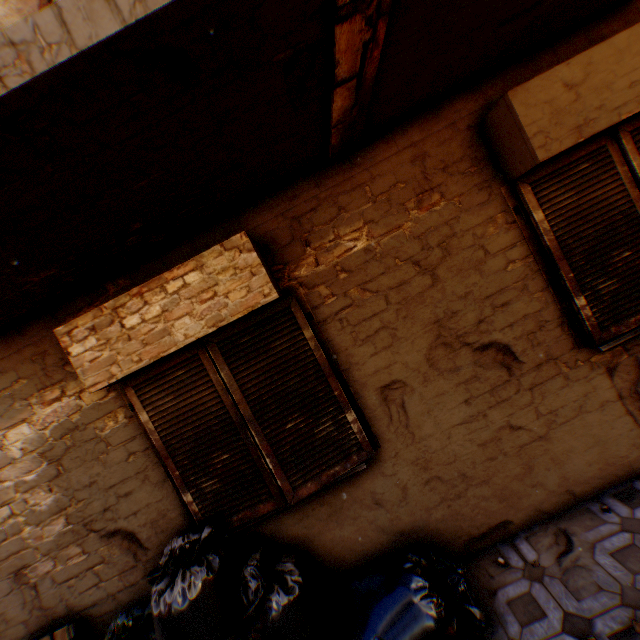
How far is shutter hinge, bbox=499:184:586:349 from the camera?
2.73m

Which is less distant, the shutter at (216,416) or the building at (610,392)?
the building at (610,392)

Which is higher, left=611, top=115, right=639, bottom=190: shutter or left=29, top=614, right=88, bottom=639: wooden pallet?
left=611, top=115, right=639, bottom=190: shutter

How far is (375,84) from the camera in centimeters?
200cm

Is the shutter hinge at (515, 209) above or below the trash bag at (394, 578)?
above

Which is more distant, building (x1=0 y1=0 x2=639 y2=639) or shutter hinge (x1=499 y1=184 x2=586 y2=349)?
shutter hinge (x1=499 y1=184 x2=586 y2=349)

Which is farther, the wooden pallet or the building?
the wooden pallet

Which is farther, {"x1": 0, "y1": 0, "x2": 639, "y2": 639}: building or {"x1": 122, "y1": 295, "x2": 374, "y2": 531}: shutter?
{"x1": 122, "y1": 295, "x2": 374, "y2": 531}: shutter
